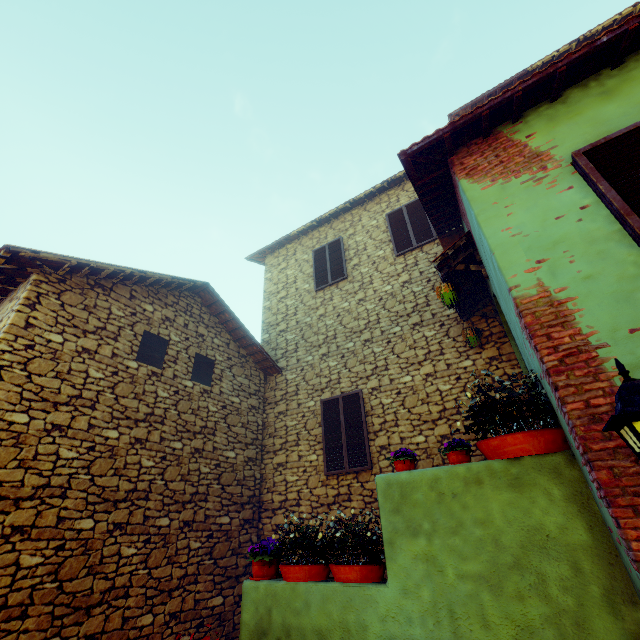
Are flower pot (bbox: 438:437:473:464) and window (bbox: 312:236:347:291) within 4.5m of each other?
no

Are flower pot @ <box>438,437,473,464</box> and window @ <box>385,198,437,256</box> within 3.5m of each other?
no

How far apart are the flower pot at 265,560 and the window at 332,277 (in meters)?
6.75

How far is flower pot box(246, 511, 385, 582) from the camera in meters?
3.5

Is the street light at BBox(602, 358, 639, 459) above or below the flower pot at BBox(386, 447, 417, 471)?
below

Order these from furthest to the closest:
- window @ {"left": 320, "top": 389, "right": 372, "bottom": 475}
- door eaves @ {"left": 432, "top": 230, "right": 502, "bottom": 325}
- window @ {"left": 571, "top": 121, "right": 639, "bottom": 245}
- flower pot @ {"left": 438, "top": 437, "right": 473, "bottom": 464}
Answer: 1. window @ {"left": 320, "top": 389, "right": 372, "bottom": 475}
2. door eaves @ {"left": 432, "top": 230, "right": 502, "bottom": 325}
3. flower pot @ {"left": 438, "top": 437, "right": 473, "bottom": 464}
4. window @ {"left": 571, "top": 121, "right": 639, "bottom": 245}

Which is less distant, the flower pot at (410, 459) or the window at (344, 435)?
the flower pot at (410, 459)

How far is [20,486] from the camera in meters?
4.1 m
